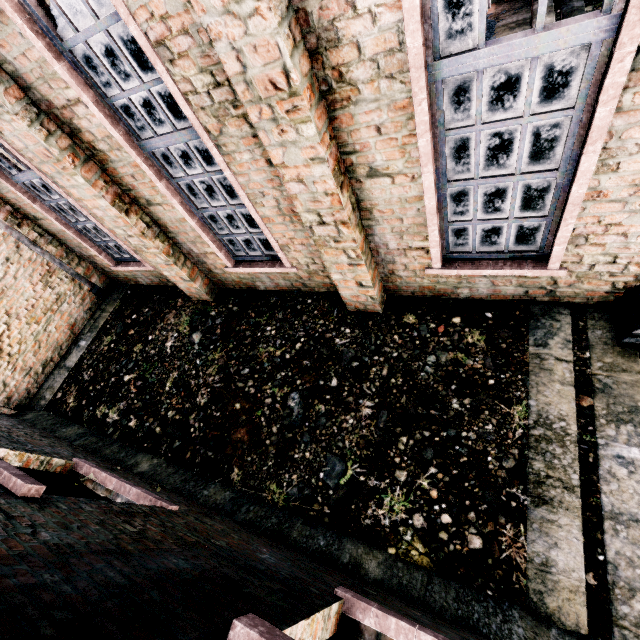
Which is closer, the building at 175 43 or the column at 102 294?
the building at 175 43

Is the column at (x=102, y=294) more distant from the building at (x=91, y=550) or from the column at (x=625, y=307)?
the column at (x=625, y=307)

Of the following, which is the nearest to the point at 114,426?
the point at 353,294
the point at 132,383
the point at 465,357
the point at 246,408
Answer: the point at 132,383

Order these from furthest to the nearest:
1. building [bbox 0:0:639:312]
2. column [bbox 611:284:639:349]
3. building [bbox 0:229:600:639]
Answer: column [bbox 611:284:639:349] < building [bbox 0:0:639:312] < building [bbox 0:229:600:639]

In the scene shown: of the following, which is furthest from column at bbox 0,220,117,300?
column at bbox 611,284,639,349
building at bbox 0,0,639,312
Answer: column at bbox 611,284,639,349

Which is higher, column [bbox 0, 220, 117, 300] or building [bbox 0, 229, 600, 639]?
column [bbox 0, 220, 117, 300]

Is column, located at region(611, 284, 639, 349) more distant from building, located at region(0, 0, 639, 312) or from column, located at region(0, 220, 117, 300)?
column, located at region(0, 220, 117, 300)
